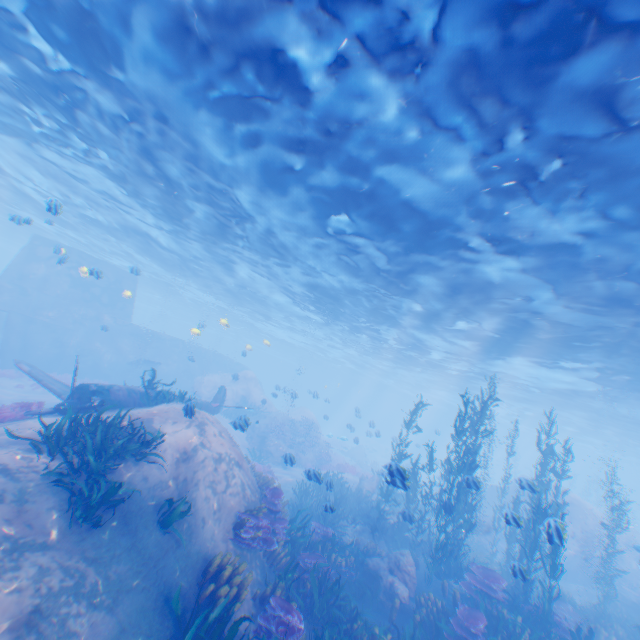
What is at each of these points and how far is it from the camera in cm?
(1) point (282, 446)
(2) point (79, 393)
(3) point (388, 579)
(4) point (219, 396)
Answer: (1) rock, 2478
(2) plane, 1109
(3) rock, 1082
(4) plane, 2048

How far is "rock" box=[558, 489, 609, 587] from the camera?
19.7m

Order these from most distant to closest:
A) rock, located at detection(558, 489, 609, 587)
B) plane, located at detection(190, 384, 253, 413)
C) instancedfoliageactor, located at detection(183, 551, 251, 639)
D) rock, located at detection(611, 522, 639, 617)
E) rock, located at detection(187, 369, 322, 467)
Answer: rock, located at detection(187, 369, 322, 467) → rock, located at detection(558, 489, 609, 587) → plane, located at detection(190, 384, 253, 413) → rock, located at detection(611, 522, 639, 617) → instancedfoliageactor, located at detection(183, 551, 251, 639)

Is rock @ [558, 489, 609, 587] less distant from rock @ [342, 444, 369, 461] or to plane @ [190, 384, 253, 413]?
plane @ [190, 384, 253, 413]

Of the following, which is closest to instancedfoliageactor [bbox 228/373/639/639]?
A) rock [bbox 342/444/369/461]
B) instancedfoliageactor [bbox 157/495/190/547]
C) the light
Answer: instancedfoliageactor [bbox 157/495/190/547]

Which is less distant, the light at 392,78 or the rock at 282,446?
the light at 392,78

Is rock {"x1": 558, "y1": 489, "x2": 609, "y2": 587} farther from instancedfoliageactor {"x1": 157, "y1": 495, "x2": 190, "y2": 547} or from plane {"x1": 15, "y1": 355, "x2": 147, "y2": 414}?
instancedfoliageactor {"x1": 157, "y1": 495, "x2": 190, "y2": 547}

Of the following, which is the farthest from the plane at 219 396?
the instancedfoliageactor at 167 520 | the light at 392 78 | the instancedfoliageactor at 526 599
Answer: the instancedfoliageactor at 167 520
